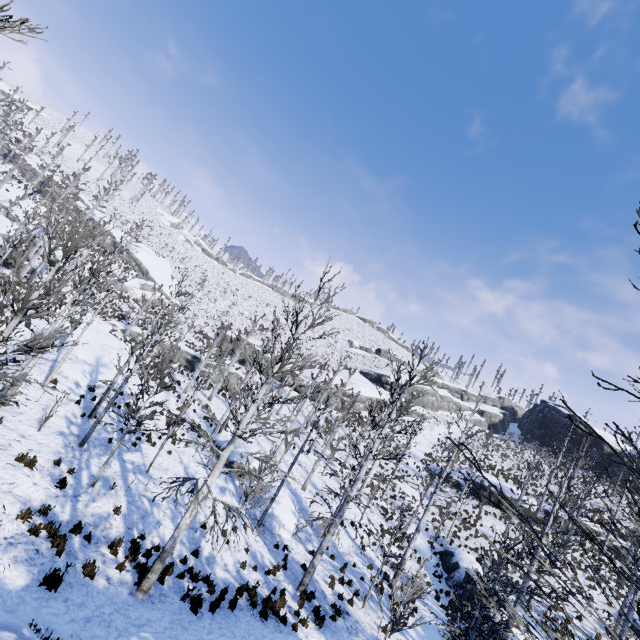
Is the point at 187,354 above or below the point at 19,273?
below

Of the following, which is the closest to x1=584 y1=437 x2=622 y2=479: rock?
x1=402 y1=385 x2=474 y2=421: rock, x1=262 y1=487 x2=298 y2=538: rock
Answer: x1=402 y1=385 x2=474 y2=421: rock

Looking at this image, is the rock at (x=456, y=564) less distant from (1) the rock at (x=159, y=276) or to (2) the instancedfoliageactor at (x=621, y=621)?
(2) the instancedfoliageactor at (x=621, y=621)

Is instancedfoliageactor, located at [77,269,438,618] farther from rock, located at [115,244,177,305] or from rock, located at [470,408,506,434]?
rock, located at [115,244,177,305]

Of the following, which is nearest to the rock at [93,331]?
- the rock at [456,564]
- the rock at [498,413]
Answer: the rock at [456,564]

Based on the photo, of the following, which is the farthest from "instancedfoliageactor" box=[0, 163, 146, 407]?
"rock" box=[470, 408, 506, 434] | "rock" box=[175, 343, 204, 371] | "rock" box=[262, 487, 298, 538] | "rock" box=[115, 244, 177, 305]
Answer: "rock" box=[470, 408, 506, 434]

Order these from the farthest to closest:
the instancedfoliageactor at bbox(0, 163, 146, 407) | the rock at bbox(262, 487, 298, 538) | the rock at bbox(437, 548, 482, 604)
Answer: the rock at bbox(437, 548, 482, 604)
the rock at bbox(262, 487, 298, 538)
the instancedfoliageactor at bbox(0, 163, 146, 407)

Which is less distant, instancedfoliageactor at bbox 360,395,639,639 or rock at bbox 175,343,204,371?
instancedfoliageactor at bbox 360,395,639,639
